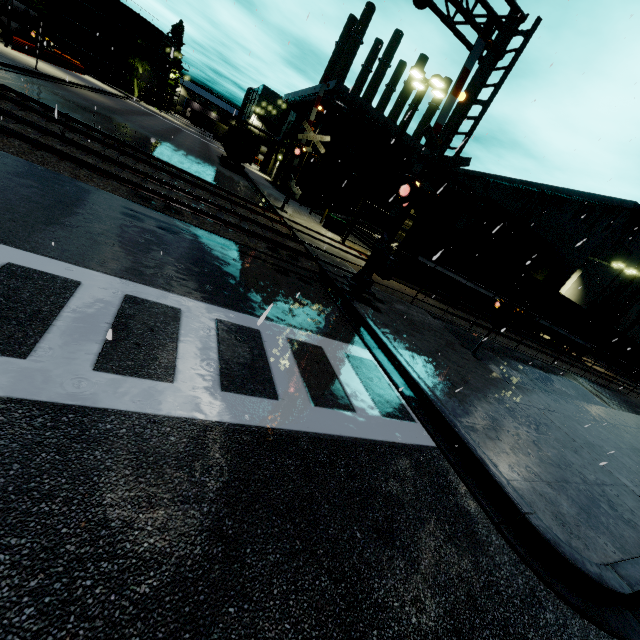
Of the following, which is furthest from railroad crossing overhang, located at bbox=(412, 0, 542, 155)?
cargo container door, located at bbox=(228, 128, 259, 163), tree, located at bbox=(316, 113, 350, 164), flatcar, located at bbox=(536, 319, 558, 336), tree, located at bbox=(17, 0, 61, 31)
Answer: tree, located at bbox=(17, 0, 61, 31)

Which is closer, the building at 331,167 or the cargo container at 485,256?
the cargo container at 485,256

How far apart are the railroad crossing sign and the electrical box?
14.0m

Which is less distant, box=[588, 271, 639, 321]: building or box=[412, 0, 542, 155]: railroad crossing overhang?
box=[412, 0, 542, 155]: railroad crossing overhang

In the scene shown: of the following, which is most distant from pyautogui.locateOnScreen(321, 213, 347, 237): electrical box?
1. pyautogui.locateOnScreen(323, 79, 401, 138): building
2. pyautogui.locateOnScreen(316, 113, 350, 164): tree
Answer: pyautogui.locateOnScreen(316, 113, 350, 164): tree

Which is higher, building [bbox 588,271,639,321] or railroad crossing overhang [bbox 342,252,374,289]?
building [bbox 588,271,639,321]

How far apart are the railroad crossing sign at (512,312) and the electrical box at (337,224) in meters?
14.0

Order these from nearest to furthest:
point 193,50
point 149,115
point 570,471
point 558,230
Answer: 1. point 570,471
2. point 193,50
3. point 558,230
4. point 149,115
